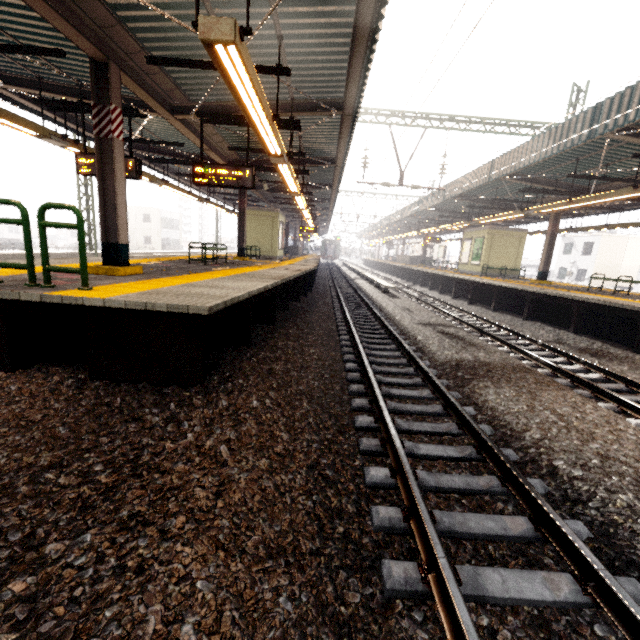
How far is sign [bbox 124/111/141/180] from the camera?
7.86m

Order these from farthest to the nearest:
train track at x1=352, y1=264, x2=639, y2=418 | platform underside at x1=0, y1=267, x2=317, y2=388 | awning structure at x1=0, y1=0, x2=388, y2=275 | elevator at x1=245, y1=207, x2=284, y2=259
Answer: elevator at x1=245, y1=207, x2=284, y2=259 → train track at x1=352, y1=264, x2=639, y2=418 → awning structure at x1=0, y1=0, x2=388, y2=275 → platform underside at x1=0, y1=267, x2=317, y2=388

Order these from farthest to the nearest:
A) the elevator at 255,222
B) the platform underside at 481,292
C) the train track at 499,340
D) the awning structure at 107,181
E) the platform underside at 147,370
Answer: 1. the elevator at 255,222
2. the platform underside at 481,292
3. the train track at 499,340
4. the awning structure at 107,181
5. the platform underside at 147,370

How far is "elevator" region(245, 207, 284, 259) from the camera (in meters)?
19.25

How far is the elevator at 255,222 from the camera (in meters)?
19.25

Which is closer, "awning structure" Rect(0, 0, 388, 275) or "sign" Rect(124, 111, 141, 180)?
"awning structure" Rect(0, 0, 388, 275)

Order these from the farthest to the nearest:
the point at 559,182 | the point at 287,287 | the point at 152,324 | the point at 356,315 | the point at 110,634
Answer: the point at 559,182 < the point at 356,315 < the point at 287,287 < the point at 152,324 < the point at 110,634

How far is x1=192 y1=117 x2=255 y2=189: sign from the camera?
7.9m
